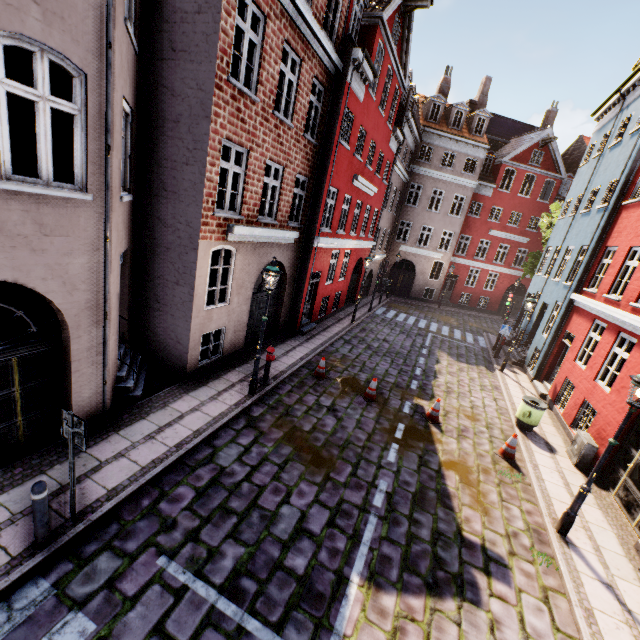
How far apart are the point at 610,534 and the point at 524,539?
2.3m

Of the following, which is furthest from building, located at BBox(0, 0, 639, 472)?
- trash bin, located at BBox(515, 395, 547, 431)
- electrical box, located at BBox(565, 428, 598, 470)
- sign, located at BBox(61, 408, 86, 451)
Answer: sign, located at BBox(61, 408, 86, 451)

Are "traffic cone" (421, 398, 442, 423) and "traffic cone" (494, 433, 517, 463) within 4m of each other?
yes

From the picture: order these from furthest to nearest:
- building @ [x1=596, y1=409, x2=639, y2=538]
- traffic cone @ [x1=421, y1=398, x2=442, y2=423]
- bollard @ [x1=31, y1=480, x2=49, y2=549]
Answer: traffic cone @ [x1=421, y1=398, x2=442, y2=423] → building @ [x1=596, y1=409, x2=639, y2=538] → bollard @ [x1=31, y1=480, x2=49, y2=549]

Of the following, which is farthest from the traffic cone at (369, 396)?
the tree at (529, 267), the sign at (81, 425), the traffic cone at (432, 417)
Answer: the tree at (529, 267)

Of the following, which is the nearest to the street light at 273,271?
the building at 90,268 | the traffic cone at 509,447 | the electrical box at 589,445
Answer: the building at 90,268

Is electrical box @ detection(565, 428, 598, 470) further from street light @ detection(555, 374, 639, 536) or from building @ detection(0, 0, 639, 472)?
street light @ detection(555, 374, 639, 536)

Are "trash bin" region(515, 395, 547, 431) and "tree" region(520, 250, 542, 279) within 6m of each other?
no
